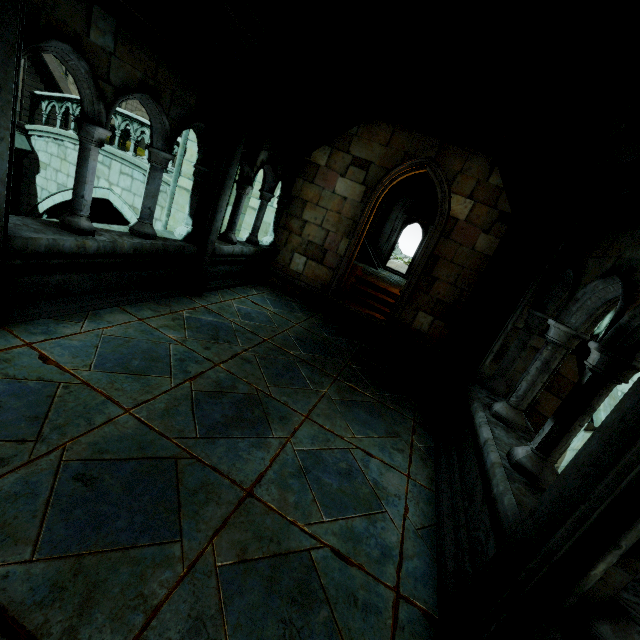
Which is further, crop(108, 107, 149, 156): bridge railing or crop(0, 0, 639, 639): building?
crop(108, 107, 149, 156): bridge railing

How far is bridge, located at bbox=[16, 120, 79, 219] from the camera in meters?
11.0

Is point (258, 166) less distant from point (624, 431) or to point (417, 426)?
point (417, 426)

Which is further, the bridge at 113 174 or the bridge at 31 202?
the bridge at 31 202

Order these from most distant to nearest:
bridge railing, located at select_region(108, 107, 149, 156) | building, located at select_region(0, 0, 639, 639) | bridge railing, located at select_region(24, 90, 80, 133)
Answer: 1. bridge railing, located at select_region(24, 90, 80, 133)
2. bridge railing, located at select_region(108, 107, 149, 156)
3. building, located at select_region(0, 0, 639, 639)

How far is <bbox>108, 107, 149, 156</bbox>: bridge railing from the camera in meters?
10.1

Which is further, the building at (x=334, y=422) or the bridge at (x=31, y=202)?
the bridge at (x=31, y=202)
